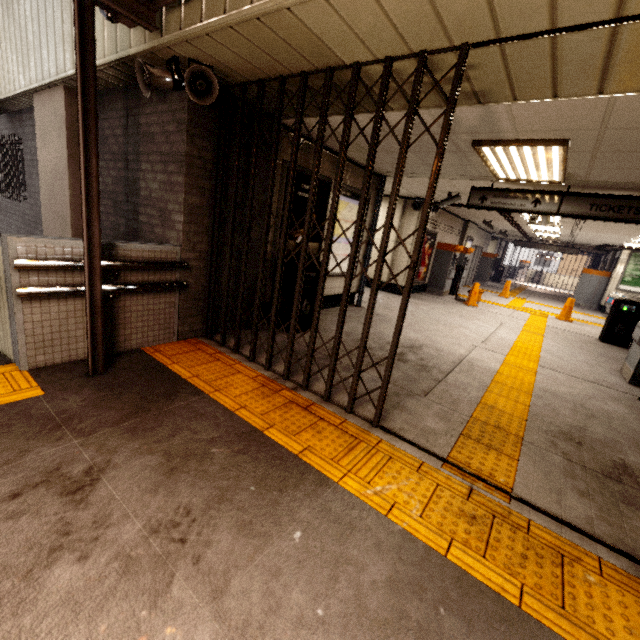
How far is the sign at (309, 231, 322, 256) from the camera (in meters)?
5.81

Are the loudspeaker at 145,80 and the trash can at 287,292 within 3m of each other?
yes

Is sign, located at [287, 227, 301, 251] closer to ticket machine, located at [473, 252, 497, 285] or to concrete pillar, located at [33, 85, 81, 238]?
concrete pillar, located at [33, 85, 81, 238]

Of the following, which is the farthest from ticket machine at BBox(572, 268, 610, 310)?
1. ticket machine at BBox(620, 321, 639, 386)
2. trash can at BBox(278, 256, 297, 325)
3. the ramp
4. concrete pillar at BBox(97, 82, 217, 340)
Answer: the ramp

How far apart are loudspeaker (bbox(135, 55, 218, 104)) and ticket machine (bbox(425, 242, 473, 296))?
9.89m

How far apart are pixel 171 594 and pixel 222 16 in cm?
361

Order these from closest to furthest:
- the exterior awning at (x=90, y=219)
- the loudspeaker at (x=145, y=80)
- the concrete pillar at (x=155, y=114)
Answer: the exterior awning at (x=90, y=219), the loudspeaker at (x=145, y=80), the concrete pillar at (x=155, y=114)

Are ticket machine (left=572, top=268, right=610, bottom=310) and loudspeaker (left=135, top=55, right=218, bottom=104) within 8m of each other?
no
